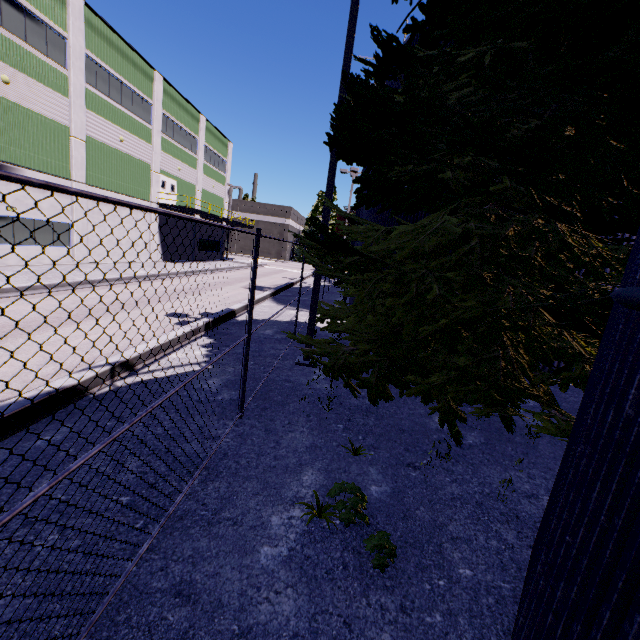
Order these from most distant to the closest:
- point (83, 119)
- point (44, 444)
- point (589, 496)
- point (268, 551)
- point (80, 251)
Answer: point (80, 251), point (83, 119), point (44, 444), point (268, 551), point (589, 496)

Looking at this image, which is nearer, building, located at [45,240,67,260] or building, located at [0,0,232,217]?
building, located at [0,0,232,217]

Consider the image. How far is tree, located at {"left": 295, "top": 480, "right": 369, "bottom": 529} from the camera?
3.5m

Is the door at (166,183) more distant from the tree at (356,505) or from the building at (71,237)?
the tree at (356,505)

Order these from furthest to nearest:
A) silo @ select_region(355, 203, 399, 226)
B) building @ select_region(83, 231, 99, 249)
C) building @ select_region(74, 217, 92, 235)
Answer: building @ select_region(83, 231, 99, 249), building @ select_region(74, 217, 92, 235), silo @ select_region(355, 203, 399, 226)

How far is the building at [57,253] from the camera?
18.9 meters

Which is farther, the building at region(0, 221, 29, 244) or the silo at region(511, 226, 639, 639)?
the building at region(0, 221, 29, 244)

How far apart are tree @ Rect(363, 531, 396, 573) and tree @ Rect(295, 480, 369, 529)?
0.2m
